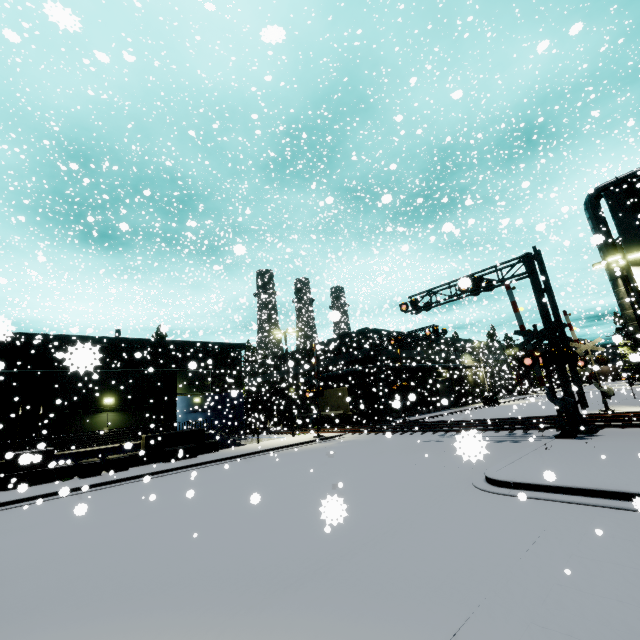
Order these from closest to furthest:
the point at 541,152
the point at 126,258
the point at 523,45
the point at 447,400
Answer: the point at 447,400
the point at 541,152
the point at 523,45
the point at 126,258

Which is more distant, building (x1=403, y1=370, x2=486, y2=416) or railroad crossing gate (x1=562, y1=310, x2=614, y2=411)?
building (x1=403, y1=370, x2=486, y2=416)

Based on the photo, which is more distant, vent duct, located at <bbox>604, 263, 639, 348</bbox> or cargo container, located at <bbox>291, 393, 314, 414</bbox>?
cargo container, located at <bbox>291, 393, 314, 414</bbox>

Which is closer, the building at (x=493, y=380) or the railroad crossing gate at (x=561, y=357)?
the railroad crossing gate at (x=561, y=357)

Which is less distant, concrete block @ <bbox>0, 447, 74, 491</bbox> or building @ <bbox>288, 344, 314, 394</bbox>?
concrete block @ <bbox>0, 447, 74, 491</bbox>

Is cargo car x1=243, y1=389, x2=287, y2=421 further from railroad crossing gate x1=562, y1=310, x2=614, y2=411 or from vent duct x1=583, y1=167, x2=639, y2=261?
vent duct x1=583, y1=167, x2=639, y2=261

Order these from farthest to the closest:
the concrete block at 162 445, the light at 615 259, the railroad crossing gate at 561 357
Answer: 1. the light at 615 259
2. the concrete block at 162 445
3. the railroad crossing gate at 561 357

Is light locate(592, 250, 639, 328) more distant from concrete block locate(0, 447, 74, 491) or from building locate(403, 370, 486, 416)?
concrete block locate(0, 447, 74, 491)
